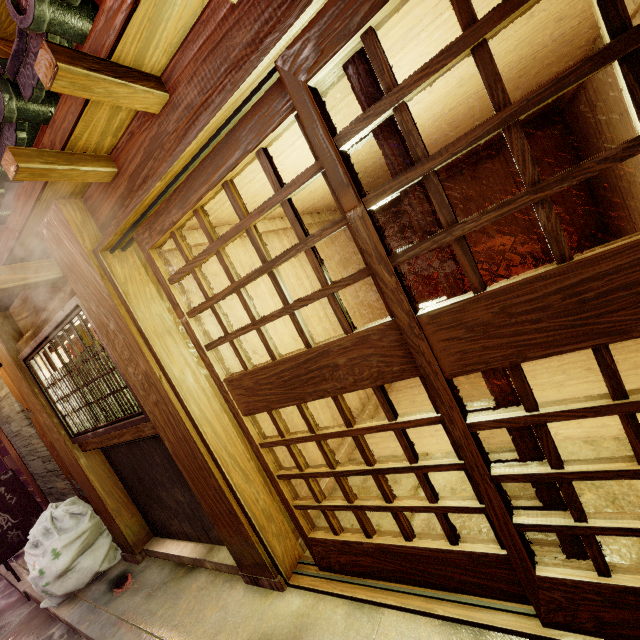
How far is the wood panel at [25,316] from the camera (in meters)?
5.04

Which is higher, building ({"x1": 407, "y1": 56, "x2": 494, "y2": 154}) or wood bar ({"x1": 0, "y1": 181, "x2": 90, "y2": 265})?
wood bar ({"x1": 0, "y1": 181, "x2": 90, "y2": 265})

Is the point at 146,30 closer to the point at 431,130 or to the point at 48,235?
the point at 48,235

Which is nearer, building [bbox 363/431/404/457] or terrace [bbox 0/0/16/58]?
terrace [bbox 0/0/16/58]

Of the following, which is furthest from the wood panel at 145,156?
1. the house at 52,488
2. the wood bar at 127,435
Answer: the house at 52,488

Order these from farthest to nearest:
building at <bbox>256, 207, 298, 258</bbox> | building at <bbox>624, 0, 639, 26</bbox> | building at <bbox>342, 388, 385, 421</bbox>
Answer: building at <bbox>342, 388, 385, 421</bbox> < building at <bbox>256, 207, 298, 258</bbox> < building at <bbox>624, 0, 639, 26</bbox>

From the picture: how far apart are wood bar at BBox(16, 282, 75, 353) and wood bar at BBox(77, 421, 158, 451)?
2.1m

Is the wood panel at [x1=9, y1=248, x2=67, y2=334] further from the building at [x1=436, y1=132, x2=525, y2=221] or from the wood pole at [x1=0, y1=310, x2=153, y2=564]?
the building at [x1=436, y1=132, x2=525, y2=221]
